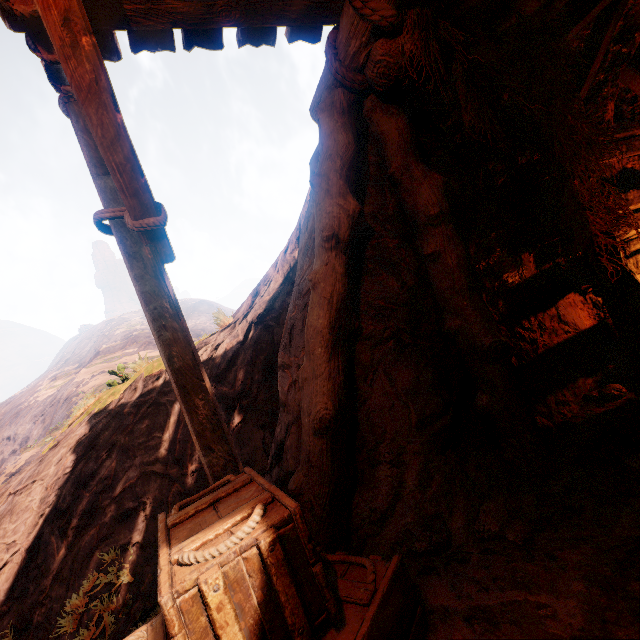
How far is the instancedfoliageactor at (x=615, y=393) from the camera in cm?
380

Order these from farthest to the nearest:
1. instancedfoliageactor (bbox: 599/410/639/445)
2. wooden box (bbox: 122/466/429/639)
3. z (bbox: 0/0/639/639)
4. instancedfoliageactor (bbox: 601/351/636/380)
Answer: instancedfoliageactor (bbox: 601/351/636/380)
instancedfoliageactor (bbox: 599/410/639/445)
z (bbox: 0/0/639/639)
wooden box (bbox: 122/466/429/639)

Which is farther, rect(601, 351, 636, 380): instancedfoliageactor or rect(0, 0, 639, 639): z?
rect(601, 351, 636, 380): instancedfoliageactor

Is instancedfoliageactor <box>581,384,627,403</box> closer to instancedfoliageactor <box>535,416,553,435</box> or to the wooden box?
instancedfoliageactor <box>535,416,553,435</box>

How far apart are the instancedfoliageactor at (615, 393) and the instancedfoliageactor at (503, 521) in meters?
2.4 m

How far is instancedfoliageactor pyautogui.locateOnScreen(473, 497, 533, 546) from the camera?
2.2m

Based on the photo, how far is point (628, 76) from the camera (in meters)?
4.03

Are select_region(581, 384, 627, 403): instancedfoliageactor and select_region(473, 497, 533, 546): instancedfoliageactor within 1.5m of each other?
no
